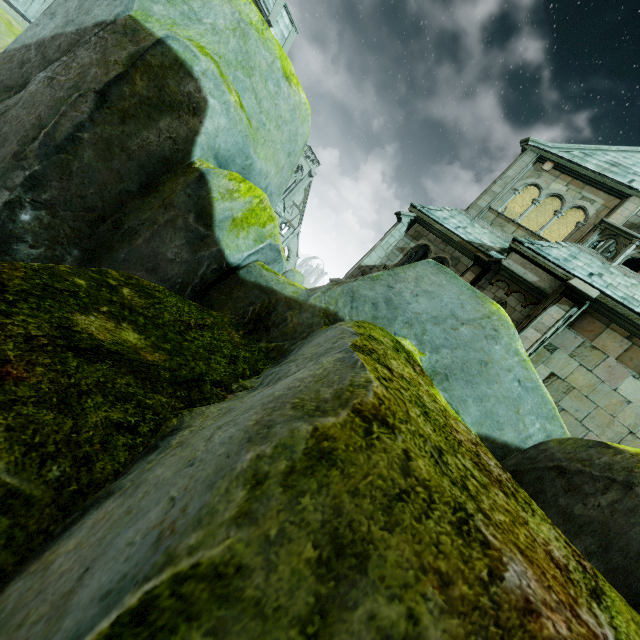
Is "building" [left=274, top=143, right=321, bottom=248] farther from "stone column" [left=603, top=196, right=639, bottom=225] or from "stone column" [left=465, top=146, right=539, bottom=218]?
"stone column" [left=603, top=196, right=639, bottom=225]

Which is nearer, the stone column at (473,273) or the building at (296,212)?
the stone column at (473,273)

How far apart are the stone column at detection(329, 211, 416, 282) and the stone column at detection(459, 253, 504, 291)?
3.0m

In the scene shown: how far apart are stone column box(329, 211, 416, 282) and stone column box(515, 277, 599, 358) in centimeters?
639cm

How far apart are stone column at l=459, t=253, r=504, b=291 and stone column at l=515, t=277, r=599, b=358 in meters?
2.6 m

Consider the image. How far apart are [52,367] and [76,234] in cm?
199

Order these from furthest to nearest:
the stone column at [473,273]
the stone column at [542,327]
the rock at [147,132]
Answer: the stone column at [473,273]
the stone column at [542,327]
the rock at [147,132]

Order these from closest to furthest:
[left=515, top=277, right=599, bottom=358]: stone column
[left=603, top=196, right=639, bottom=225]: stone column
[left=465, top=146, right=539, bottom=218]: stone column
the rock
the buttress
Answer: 1. the rock
2. [left=515, top=277, right=599, bottom=358]: stone column
3. [left=603, top=196, right=639, bottom=225]: stone column
4. [left=465, top=146, right=539, bottom=218]: stone column
5. the buttress
